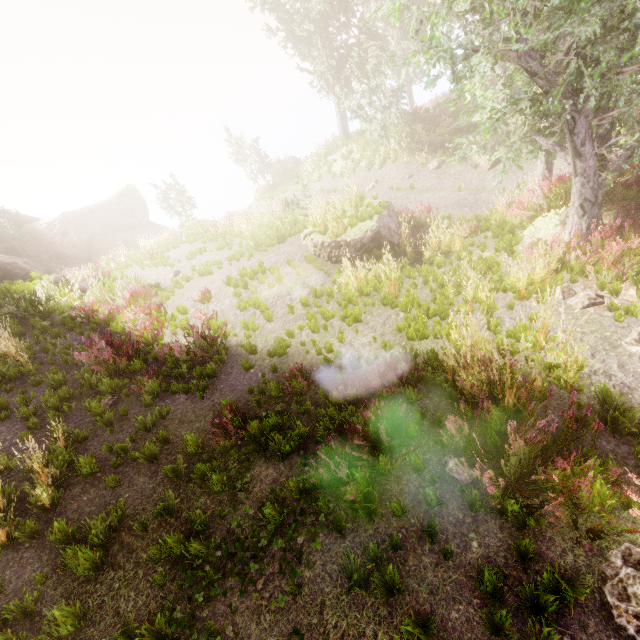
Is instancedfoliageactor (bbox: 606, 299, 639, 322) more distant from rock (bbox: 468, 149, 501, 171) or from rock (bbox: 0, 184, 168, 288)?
rock (bbox: 468, 149, 501, 171)

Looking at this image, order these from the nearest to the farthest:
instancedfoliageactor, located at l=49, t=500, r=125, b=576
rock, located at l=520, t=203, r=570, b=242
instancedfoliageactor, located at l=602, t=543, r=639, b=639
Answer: instancedfoliageactor, located at l=602, t=543, r=639, b=639 → instancedfoliageactor, located at l=49, t=500, r=125, b=576 → rock, located at l=520, t=203, r=570, b=242

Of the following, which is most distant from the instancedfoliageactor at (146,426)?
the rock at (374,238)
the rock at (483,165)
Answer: the rock at (374,238)

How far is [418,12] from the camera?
6.3 meters

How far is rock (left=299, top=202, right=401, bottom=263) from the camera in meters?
10.5 m

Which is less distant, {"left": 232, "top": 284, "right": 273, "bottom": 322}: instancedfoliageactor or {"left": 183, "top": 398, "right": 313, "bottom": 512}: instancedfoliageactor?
{"left": 183, "top": 398, "right": 313, "bottom": 512}: instancedfoliageactor

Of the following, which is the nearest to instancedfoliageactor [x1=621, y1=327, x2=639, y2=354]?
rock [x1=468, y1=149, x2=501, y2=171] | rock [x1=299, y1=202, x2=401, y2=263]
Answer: rock [x1=468, y1=149, x2=501, y2=171]

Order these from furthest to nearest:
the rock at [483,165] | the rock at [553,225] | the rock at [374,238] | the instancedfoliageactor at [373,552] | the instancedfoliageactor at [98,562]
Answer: the rock at [483,165]
the rock at [374,238]
the rock at [553,225]
the instancedfoliageactor at [98,562]
the instancedfoliageactor at [373,552]
